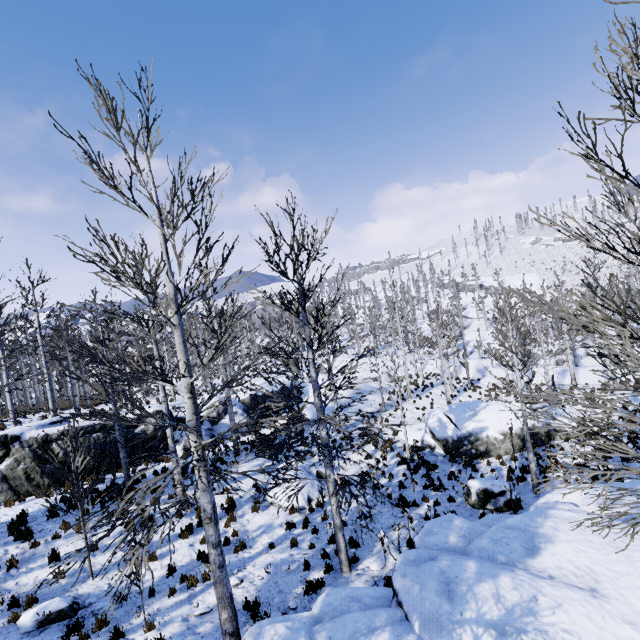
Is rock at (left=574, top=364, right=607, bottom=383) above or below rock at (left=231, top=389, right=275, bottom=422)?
below

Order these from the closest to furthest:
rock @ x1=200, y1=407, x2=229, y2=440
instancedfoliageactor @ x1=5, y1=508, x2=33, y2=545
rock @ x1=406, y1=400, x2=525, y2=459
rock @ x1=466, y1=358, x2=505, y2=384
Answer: instancedfoliageactor @ x1=5, y1=508, x2=33, y2=545
rock @ x1=406, y1=400, x2=525, y2=459
rock @ x1=200, y1=407, x2=229, y2=440
rock @ x1=466, y1=358, x2=505, y2=384

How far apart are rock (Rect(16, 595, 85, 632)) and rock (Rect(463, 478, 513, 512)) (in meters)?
12.20

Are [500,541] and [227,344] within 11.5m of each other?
no

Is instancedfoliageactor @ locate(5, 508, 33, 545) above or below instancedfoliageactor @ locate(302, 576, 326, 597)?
above

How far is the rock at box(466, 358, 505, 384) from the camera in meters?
31.0

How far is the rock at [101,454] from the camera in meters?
15.3

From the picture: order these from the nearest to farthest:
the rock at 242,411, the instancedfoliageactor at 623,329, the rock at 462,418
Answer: the instancedfoliageactor at 623,329
the rock at 462,418
the rock at 242,411
